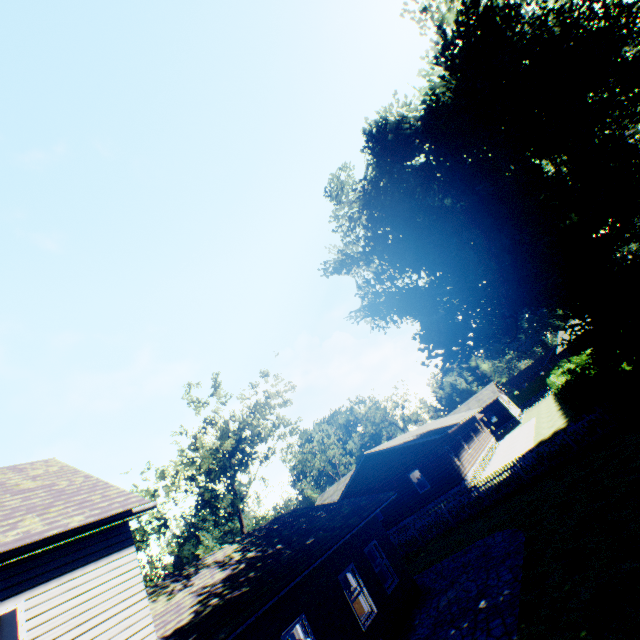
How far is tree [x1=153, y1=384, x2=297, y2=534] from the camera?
23.89m

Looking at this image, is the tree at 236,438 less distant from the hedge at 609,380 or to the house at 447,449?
the house at 447,449

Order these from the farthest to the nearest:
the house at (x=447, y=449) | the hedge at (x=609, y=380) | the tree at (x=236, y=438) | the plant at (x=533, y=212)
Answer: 1. the house at (x=447, y=449)
2. the tree at (x=236, y=438)
3. the plant at (x=533, y=212)
4. the hedge at (x=609, y=380)

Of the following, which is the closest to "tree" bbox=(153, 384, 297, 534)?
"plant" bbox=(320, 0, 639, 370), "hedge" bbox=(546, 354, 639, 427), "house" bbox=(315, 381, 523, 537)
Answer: "house" bbox=(315, 381, 523, 537)

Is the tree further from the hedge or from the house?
the hedge

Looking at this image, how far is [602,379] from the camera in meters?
14.7

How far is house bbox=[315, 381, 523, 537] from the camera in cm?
2450

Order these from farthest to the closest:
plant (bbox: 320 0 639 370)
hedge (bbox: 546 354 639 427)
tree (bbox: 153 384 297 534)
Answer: tree (bbox: 153 384 297 534), plant (bbox: 320 0 639 370), hedge (bbox: 546 354 639 427)
